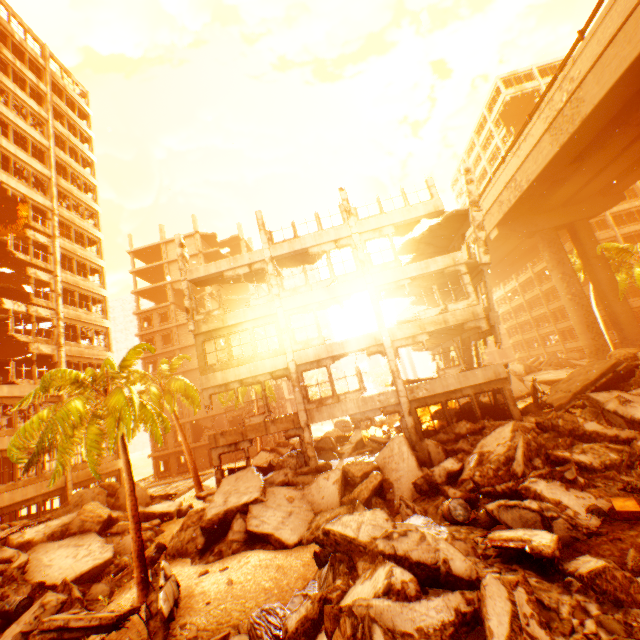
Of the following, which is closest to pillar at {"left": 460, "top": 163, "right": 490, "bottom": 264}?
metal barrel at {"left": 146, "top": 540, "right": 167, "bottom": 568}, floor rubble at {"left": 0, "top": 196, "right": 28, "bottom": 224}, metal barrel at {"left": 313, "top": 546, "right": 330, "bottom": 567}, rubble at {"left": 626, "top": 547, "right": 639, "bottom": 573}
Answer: metal barrel at {"left": 313, "top": 546, "right": 330, "bottom": 567}

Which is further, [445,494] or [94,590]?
[94,590]

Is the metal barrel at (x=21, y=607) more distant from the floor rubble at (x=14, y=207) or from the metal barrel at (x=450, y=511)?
the floor rubble at (x=14, y=207)

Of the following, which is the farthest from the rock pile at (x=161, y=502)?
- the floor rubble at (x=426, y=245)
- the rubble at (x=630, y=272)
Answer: the floor rubble at (x=426, y=245)

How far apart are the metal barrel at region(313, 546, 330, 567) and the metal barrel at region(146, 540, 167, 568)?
8.4m

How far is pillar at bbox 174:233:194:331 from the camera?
17.7 meters

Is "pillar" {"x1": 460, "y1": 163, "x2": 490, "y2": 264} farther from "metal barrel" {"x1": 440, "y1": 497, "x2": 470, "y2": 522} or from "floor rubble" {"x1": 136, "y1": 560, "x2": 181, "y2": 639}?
"floor rubble" {"x1": 136, "y1": 560, "x2": 181, "y2": 639}

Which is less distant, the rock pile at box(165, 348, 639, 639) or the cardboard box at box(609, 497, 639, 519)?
the rock pile at box(165, 348, 639, 639)
